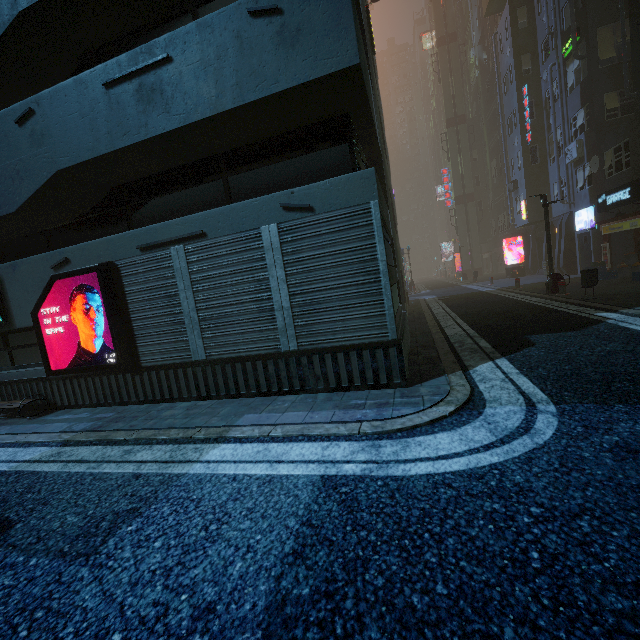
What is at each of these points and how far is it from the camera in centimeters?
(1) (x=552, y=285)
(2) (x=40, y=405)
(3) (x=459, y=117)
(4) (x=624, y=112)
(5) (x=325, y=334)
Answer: (1) street light, 1330cm
(2) building, 755cm
(3) sm, 3766cm
(4) building, 1647cm
(5) building, 543cm

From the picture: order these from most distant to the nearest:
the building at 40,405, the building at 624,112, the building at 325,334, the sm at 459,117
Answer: the sm at 459,117, the building at 624,112, the building at 40,405, the building at 325,334

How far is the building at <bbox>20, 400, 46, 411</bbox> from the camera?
7.52m

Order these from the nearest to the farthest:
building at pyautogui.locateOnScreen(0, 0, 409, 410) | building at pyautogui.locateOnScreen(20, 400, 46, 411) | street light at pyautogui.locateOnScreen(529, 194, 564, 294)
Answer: building at pyautogui.locateOnScreen(0, 0, 409, 410)
building at pyautogui.locateOnScreen(20, 400, 46, 411)
street light at pyautogui.locateOnScreen(529, 194, 564, 294)

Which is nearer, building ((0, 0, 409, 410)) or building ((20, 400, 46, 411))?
building ((0, 0, 409, 410))

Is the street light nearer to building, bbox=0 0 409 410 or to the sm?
building, bbox=0 0 409 410

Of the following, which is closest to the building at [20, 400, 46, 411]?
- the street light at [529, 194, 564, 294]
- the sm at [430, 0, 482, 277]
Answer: the street light at [529, 194, 564, 294]

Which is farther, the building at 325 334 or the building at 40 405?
the building at 40 405
